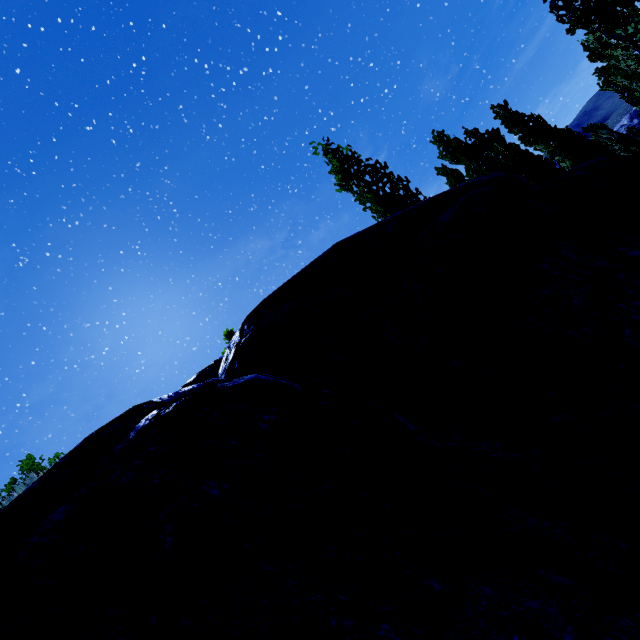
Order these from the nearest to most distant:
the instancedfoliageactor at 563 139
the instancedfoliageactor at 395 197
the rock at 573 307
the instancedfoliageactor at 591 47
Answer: the rock at 573 307 < the instancedfoliageactor at 591 47 < the instancedfoliageactor at 395 197 < the instancedfoliageactor at 563 139

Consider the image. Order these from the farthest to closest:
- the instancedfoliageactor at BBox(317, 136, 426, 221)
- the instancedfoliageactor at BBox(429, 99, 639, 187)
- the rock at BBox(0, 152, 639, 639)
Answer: the instancedfoliageactor at BBox(429, 99, 639, 187) < the instancedfoliageactor at BBox(317, 136, 426, 221) < the rock at BBox(0, 152, 639, 639)

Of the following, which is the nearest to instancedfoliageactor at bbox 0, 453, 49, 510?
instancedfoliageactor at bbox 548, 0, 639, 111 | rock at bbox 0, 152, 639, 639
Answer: rock at bbox 0, 152, 639, 639

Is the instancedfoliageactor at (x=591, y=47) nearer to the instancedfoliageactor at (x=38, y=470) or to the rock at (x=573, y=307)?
the rock at (x=573, y=307)

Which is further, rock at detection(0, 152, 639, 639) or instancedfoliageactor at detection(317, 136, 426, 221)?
instancedfoliageactor at detection(317, 136, 426, 221)

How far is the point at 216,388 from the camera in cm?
215

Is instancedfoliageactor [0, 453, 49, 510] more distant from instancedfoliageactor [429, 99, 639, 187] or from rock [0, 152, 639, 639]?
instancedfoliageactor [429, 99, 639, 187]
